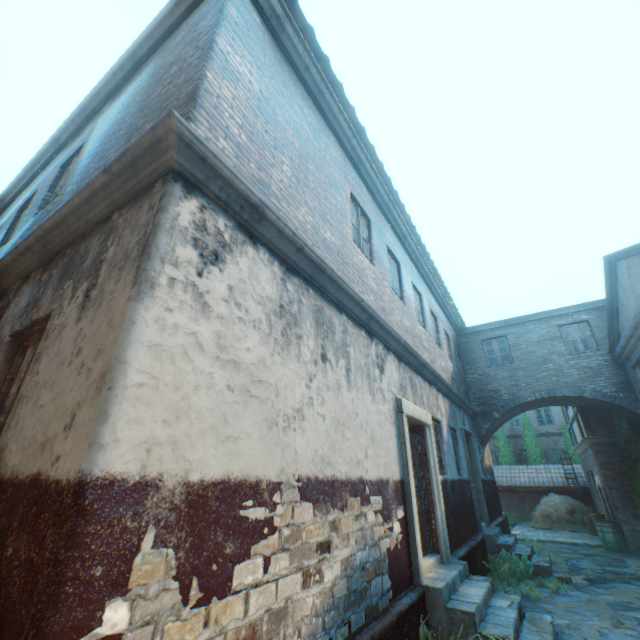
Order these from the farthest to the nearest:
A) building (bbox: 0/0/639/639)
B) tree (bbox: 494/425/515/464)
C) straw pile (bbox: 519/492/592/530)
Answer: tree (bbox: 494/425/515/464)
straw pile (bbox: 519/492/592/530)
building (bbox: 0/0/639/639)

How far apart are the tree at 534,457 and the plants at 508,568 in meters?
16.9 m

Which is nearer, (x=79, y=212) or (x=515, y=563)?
(x=79, y=212)

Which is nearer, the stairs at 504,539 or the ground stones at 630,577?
the ground stones at 630,577

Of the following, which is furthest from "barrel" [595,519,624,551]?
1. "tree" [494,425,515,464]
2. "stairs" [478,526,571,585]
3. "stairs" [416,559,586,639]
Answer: "tree" [494,425,515,464]

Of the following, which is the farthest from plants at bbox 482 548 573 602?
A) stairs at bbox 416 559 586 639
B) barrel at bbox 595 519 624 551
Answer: barrel at bbox 595 519 624 551

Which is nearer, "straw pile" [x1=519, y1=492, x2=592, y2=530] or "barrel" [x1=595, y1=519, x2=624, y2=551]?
"barrel" [x1=595, y1=519, x2=624, y2=551]

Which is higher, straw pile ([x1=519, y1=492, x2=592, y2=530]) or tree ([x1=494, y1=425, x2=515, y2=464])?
tree ([x1=494, y1=425, x2=515, y2=464])
